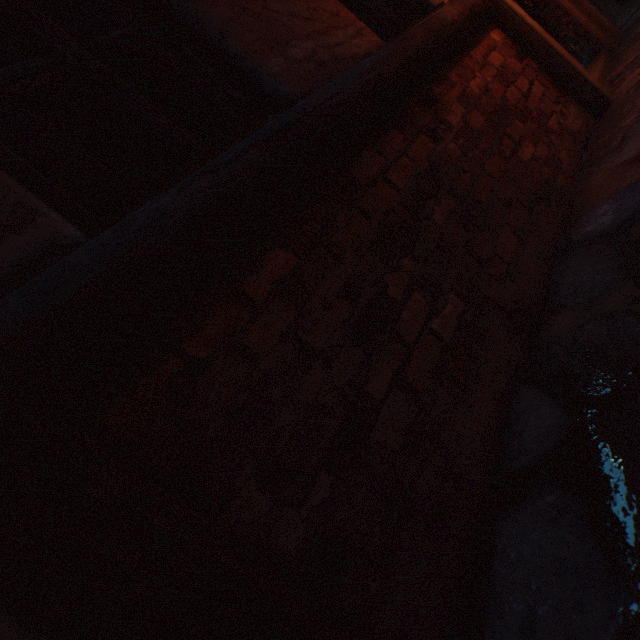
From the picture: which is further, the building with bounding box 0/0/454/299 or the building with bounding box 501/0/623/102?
the building with bounding box 501/0/623/102

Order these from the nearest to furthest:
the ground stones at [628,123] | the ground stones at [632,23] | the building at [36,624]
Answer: the building at [36,624], the ground stones at [628,123], the ground stones at [632,23]

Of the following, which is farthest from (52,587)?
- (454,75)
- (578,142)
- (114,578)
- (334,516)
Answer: (578,142)

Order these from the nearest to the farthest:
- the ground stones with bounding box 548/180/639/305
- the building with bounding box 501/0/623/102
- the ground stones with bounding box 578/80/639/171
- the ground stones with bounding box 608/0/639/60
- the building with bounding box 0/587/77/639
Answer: the building with bounding box 0/587/77/639 < the ground stones with bounding box 548/180/639/305 < the ground stones with bounding box 578/80/639/171 < the building with bounding box 501/0/623/102 < the ground stones with bounding box 608/0/639/60

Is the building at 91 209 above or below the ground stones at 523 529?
above

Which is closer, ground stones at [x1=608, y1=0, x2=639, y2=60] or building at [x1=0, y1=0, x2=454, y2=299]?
building at [x1=0, y1=0, x2=454, y2=299]

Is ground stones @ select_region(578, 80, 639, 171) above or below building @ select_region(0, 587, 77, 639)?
below
